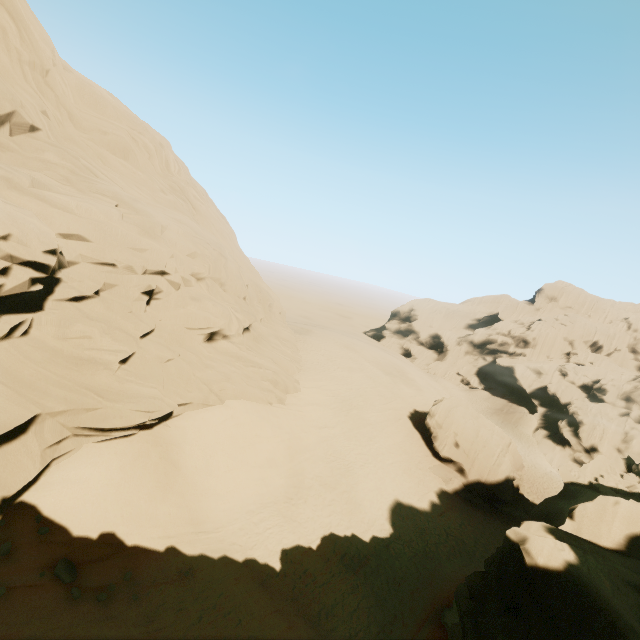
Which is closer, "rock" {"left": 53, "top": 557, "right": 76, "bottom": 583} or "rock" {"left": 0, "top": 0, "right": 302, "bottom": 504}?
"rock" {"left": 53, "top": 557, "right": 76, "bottom": 583}

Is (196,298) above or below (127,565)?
above

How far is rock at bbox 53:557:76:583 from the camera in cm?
1048

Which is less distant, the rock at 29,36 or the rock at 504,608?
the rock at 504,608

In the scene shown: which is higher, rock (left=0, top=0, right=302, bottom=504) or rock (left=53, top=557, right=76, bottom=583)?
rock (left=0, top=0, right=302, bottom=504)

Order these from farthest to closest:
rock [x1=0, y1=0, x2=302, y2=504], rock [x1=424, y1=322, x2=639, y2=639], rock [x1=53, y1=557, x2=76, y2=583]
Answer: rock [x1=0, y1=0, x2=302, y2=504], rock [x1=53, y1=557, x2=76, y2=583], rock [x1=424, y1=322, x2=639, y2=639]
